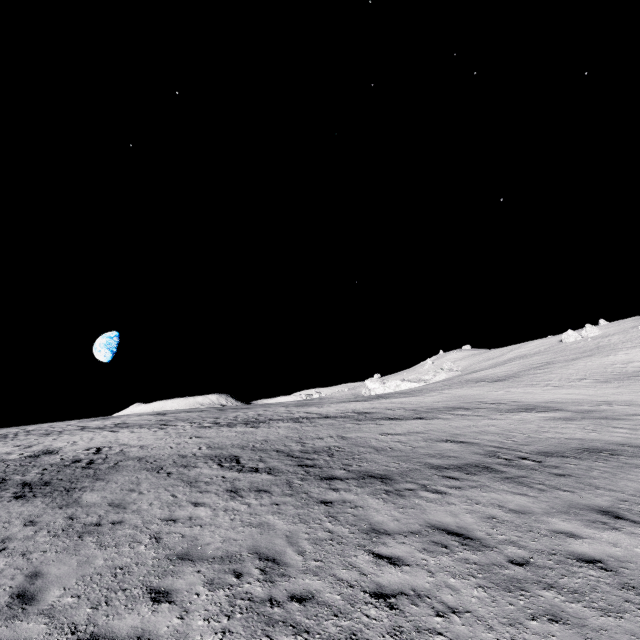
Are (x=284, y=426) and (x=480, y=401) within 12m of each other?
no
